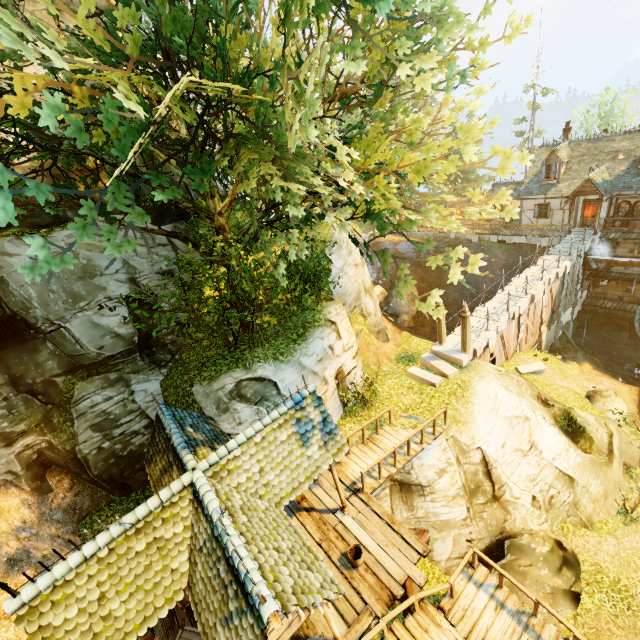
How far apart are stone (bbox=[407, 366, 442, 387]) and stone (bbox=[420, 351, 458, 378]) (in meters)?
0.19

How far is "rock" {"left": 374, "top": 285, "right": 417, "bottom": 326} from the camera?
25.3m

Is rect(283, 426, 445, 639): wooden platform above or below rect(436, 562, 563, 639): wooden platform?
above

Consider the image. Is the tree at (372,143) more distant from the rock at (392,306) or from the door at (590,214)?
the door at (590,214)

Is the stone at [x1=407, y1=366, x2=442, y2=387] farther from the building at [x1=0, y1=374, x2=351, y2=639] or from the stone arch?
the stone arch

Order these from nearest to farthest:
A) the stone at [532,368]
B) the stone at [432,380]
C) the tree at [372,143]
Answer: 1. the tree at [372,143]
2. the stone at [432,380]
3. the stone at [532,368]

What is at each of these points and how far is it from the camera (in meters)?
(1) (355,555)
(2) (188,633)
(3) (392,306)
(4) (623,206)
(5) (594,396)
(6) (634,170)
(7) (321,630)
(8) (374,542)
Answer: (1) bucket, 9.13
(2) box, 8.05
(3) rock, 32.62
(4) window, 23.44
(5) rock, 16.95
(6) building, 22.97
(7) wooden platform, 8.00
(8) wooden platform, 9.41

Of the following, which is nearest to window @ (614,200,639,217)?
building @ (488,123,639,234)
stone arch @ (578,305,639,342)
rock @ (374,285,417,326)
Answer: building @ (488,123,639,234)
